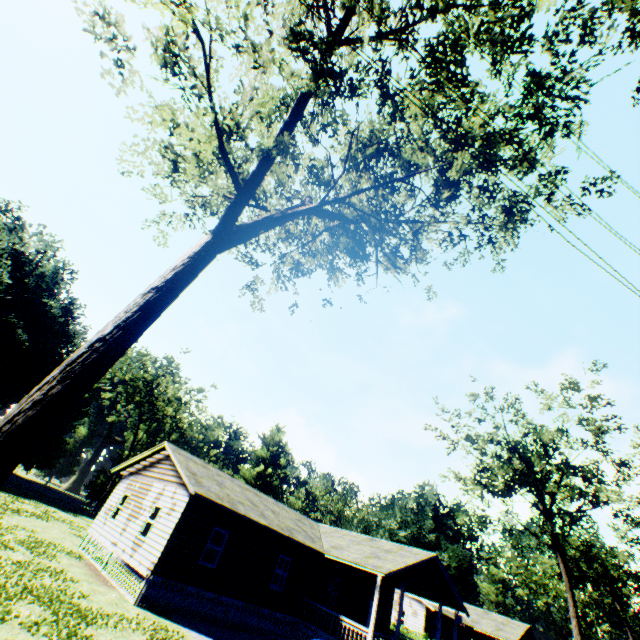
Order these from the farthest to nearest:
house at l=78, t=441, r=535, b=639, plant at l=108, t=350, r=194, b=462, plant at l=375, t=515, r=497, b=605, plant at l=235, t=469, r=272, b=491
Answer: plant at l=235, t=469, r=272, b=491 → plant at l=375, t=515, r=497, b=605 → plant at l=108, t=350, r=194, b=462 → house at l=78, t=441, r=535, b=639

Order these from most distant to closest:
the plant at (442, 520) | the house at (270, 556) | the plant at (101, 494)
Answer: the plant at (442, 520), the plant at (101, 494), the house at (270, 556)

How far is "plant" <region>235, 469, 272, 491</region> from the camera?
58.6m

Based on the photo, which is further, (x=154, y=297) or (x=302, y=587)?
(x=302, y=587)

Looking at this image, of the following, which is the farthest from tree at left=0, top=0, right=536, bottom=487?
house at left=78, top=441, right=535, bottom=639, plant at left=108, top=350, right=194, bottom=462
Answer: plant at left=108, top=350, right=194, bottom=462

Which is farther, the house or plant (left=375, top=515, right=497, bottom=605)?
plant (left=375, top=515, right=497, bottom=605)

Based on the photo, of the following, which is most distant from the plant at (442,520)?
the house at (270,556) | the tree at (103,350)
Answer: the house at (270,556)

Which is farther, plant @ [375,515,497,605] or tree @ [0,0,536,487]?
plant @ [375,515,497,605]
